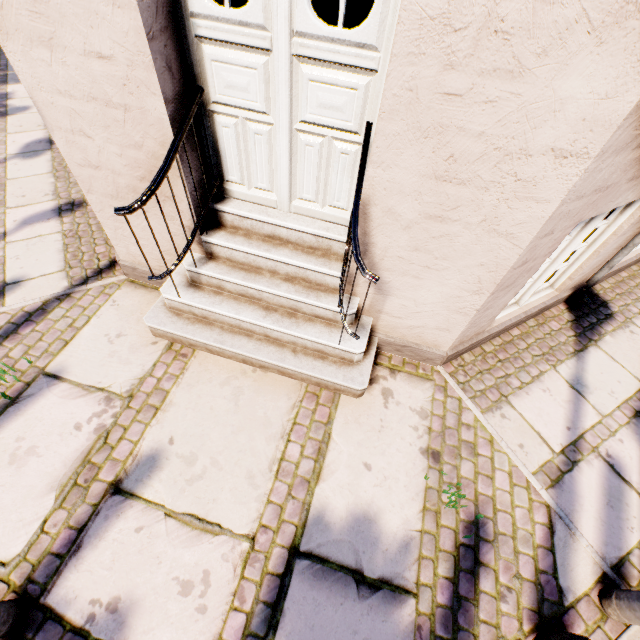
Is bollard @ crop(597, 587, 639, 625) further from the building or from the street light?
the building

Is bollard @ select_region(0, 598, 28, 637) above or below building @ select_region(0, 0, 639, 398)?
below

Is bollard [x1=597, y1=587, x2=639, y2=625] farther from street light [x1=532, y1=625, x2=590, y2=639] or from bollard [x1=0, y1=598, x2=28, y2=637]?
bollard [x1=0, y1=598, x2=28, y2=637]

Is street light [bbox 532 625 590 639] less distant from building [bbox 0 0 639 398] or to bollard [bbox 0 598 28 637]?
building [bbox 0 0 639 398]

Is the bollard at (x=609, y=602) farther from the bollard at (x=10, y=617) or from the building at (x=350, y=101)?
the bollard at (x=10, y=617)

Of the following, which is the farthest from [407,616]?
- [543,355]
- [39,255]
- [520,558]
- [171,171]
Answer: [39,255]

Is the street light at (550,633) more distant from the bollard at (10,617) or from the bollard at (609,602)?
the bollard at (10,617)

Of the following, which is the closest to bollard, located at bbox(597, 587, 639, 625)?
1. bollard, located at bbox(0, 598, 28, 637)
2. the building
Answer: the building
